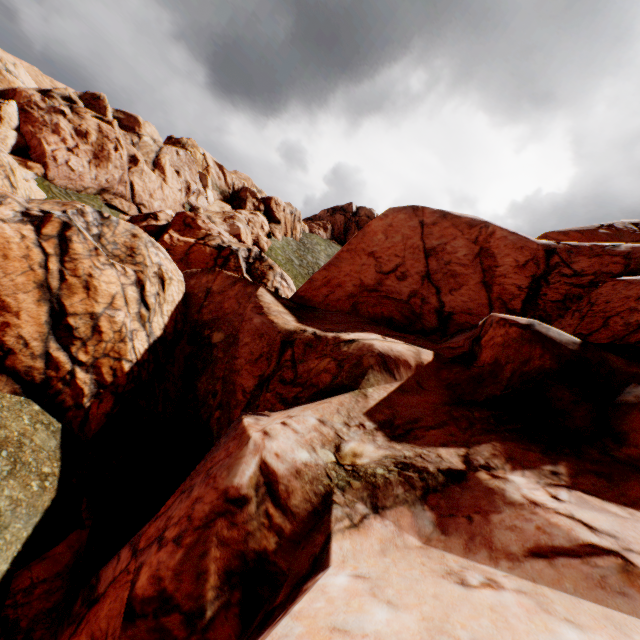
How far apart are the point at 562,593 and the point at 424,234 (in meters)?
21.51
